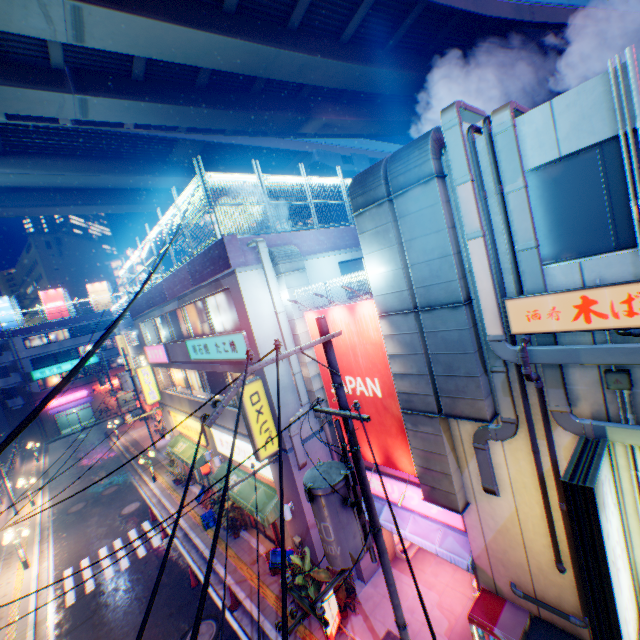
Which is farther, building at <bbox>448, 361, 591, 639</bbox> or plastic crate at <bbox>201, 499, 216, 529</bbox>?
plastic crate at <bbox>201, 499, 216, 529</bbox>

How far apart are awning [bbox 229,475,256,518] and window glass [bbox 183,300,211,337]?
6.2m

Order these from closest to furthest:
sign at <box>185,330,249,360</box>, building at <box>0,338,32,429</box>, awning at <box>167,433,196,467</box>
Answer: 1. sign at <box>185,330,249,360</box>
2. awning at <box>167,433,196,467</box>
3. building at <box>0,338,32,429</box>

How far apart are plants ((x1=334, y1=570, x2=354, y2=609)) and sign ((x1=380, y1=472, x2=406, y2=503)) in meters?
2.3

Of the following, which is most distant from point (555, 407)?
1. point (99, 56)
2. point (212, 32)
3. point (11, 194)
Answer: point (11, 194)

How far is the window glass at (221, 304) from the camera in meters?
12.0

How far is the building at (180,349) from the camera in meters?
10.1

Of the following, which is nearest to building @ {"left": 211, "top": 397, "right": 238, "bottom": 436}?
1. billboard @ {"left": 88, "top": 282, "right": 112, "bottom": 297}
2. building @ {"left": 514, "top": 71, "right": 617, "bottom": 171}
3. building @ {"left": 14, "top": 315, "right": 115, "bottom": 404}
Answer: building @ {"left": 514, "top": 71, "right": 617, "bottom": 171}
